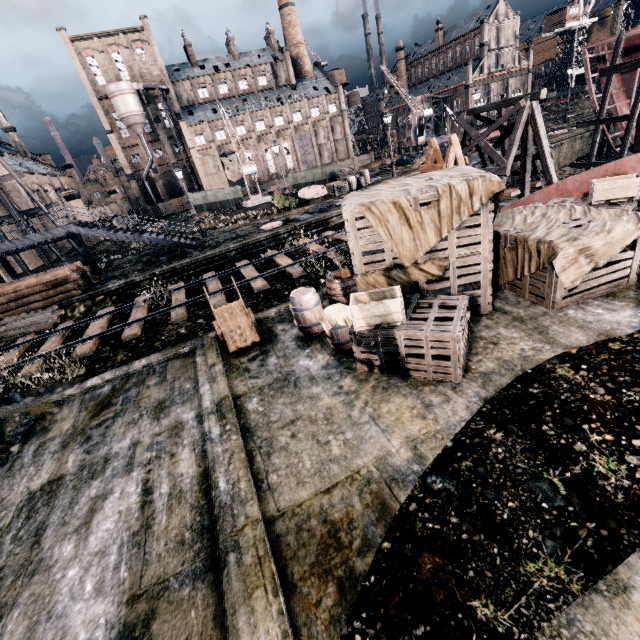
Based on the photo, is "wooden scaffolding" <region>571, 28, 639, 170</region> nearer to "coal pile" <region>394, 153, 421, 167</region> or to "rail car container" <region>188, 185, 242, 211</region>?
"coal pile" <region>394, 153, 421, 167</region>

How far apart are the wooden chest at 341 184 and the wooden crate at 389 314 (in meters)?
26.11

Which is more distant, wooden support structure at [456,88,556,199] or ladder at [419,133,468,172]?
wooden support structure at [456,88,556,199]

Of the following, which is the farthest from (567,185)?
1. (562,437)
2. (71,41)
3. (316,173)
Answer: (71,41)

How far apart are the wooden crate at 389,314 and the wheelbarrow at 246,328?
3.7m

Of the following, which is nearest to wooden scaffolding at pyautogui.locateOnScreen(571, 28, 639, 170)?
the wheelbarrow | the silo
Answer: the wheelbarrow

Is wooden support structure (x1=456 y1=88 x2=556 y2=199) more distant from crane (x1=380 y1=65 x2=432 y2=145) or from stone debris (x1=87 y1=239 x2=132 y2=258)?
stone debris (x1=87 y1=239 x2=132 y2=258)

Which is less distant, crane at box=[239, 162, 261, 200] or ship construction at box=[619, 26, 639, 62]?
ship construction at box=[619, 26, 639, 62]
